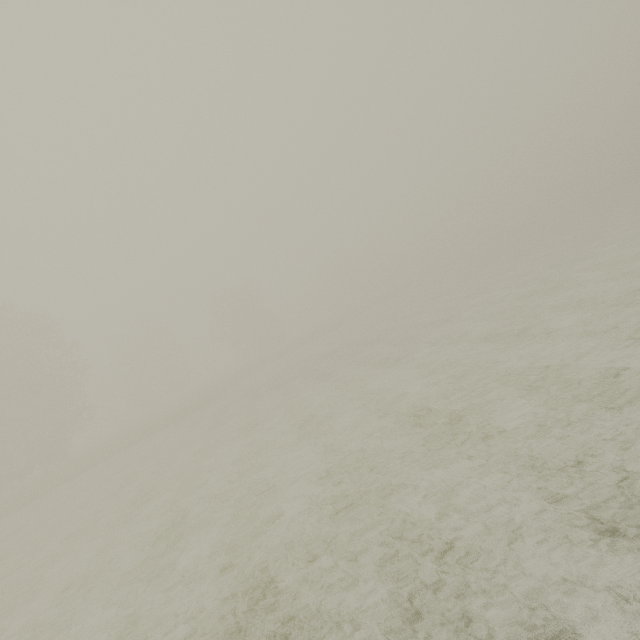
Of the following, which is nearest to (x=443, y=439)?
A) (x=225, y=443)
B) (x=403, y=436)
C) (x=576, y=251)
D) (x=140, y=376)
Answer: (x=403, y=436)
